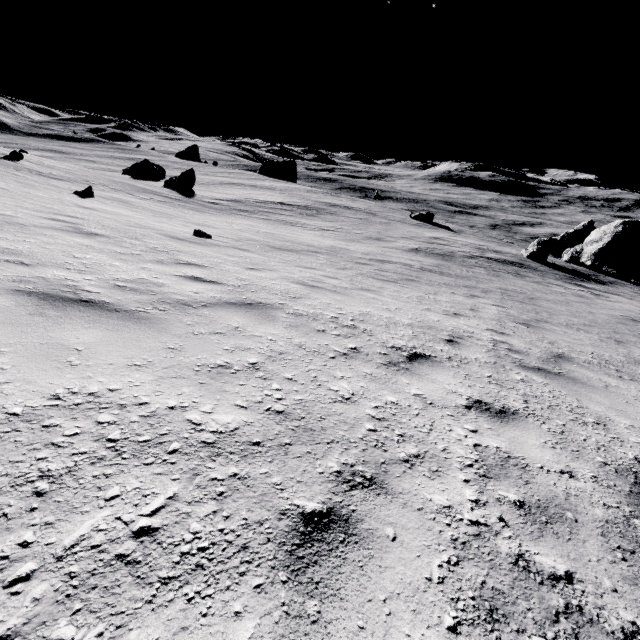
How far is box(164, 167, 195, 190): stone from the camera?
30.06m

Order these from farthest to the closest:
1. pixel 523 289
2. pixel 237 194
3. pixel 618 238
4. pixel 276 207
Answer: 1. pixel 237 194
2. pixel 618 238
3. pixel 276 207
4. pixel 523 289

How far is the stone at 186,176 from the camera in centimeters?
3006cm
